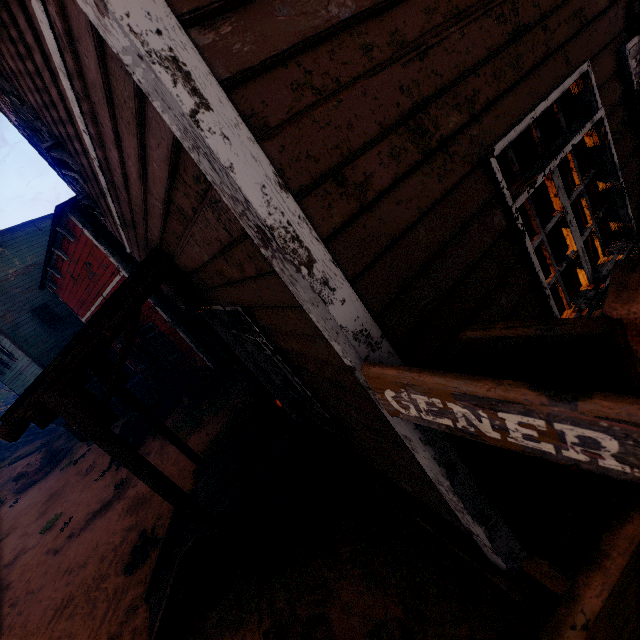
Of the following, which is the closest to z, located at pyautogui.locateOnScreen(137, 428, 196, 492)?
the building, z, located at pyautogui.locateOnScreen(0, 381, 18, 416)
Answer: the building

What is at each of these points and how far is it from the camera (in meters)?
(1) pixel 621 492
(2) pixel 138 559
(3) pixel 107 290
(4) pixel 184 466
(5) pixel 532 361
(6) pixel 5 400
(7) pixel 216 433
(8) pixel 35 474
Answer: (1) z, 2.84
(2) z, 6.28
(3) building, 10.95
(4) z, 7.91
(5) sign, 0.90
(6) z, 36.66
(7) z, 8.33
(8) instancedfoliageactor, 17.30

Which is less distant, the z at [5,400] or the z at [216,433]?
the z at [216,433]

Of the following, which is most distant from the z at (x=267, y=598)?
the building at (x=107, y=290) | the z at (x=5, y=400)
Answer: the z at (x=5, y=400)

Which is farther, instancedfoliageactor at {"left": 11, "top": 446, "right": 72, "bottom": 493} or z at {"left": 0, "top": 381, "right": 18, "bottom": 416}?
z at {"left": 0, "top": 381, "right": 18, "bottom": 416}

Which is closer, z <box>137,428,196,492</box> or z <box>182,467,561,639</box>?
z <box>182,467,561,639</box>

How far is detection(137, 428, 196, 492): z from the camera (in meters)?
7.45
